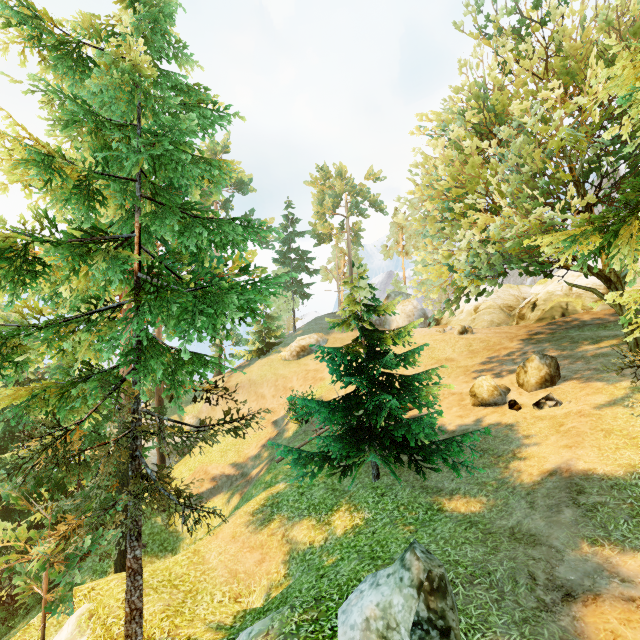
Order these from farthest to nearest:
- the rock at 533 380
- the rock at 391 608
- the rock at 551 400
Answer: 1. the rock at 533 380
2. the rock at 551 400
3. the rock at 391 608

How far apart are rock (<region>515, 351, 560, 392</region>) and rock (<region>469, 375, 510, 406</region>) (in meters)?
0.42

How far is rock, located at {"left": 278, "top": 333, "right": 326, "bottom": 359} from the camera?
35.12m

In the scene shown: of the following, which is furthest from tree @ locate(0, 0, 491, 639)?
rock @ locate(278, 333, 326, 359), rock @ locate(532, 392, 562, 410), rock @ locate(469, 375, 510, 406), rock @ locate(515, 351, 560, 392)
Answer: rock @ locate(278, 333, 326, 359)

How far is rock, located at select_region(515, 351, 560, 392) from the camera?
14.62m

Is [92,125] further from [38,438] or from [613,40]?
[613,40]

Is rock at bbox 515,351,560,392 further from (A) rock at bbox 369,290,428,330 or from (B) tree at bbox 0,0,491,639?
(A) rock at bbox 369,290,428,330

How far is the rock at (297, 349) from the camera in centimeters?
3512cm
